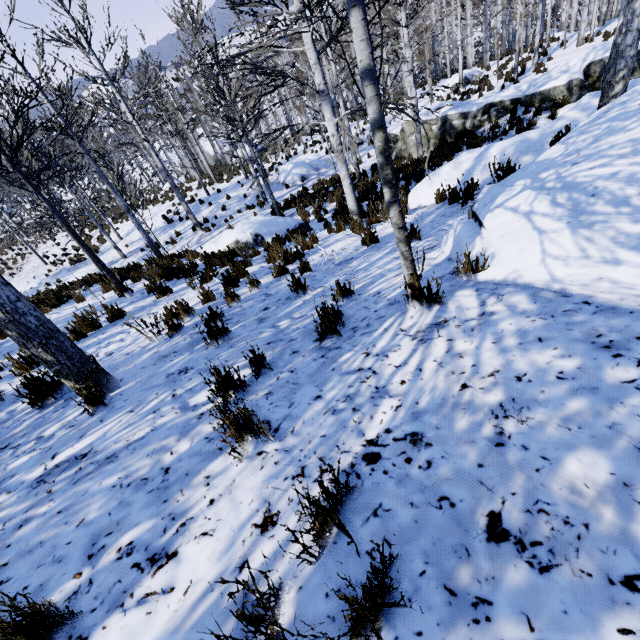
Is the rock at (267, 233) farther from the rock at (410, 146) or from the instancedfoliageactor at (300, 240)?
the rock at (410, 146)

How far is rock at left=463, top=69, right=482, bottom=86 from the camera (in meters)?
22.27

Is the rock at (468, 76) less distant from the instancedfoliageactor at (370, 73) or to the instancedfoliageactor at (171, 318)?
the instancedfoliageactor at (171, 318)

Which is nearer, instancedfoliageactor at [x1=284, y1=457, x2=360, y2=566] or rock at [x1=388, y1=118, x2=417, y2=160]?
instancedfoliageactor at [x1=284, y1=457, x2=360, y2=566]

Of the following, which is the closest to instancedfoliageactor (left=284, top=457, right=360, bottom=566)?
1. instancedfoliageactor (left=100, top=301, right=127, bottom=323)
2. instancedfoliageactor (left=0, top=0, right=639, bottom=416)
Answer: instancedfoliageactor (left=0, top=0, right=639, bottom=416)

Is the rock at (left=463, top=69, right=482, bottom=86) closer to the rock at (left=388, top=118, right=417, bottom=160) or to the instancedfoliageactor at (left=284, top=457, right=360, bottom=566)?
the instancedfoliageactor at (left=284, top=457, right=360, bottom=566)

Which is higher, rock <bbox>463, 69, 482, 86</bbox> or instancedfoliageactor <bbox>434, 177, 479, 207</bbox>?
instancedfoliageactor <bbox>434, 177, 479, 207</bbox>

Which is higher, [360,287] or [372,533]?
[372,533]
